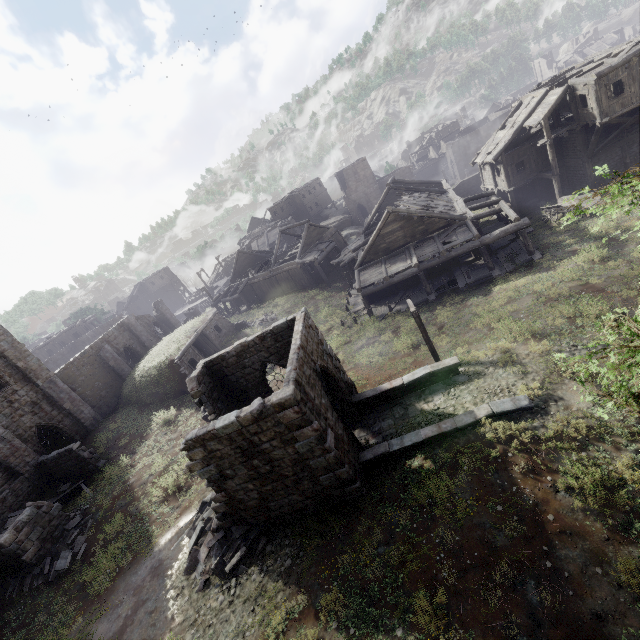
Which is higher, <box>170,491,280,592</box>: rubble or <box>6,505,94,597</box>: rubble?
<box>6,505,94,597</box>: rubble

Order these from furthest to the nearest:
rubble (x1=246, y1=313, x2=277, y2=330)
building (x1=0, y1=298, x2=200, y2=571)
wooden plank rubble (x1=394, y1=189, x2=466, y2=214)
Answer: rubble (x1=246, y1=313, x2=277, y2=330) → wooden plank rubble (x1=394, y1=189, x2=466, y2=214) → building (x1=0, y1=298, x2=200, y2=571)

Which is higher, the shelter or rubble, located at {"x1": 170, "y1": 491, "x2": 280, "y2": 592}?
the shelter

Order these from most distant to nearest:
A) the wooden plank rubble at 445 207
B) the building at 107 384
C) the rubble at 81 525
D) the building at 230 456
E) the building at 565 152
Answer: the wooden plank rubble at 445 207, the building at 565 152, the building at 107 384, the rubble at 81 525, the building at 230 456

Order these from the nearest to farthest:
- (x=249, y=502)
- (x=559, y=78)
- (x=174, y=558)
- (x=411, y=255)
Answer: (x=249, y=502), (x=174, y=558), (x=411, y=255), (x=559, y=78)

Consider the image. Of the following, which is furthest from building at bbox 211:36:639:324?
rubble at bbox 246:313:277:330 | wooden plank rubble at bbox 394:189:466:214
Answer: rubble at bbox 246:313:277:330

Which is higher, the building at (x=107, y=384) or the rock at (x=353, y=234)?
the building at (x=107, y=384)

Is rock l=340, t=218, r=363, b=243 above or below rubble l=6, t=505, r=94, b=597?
below
